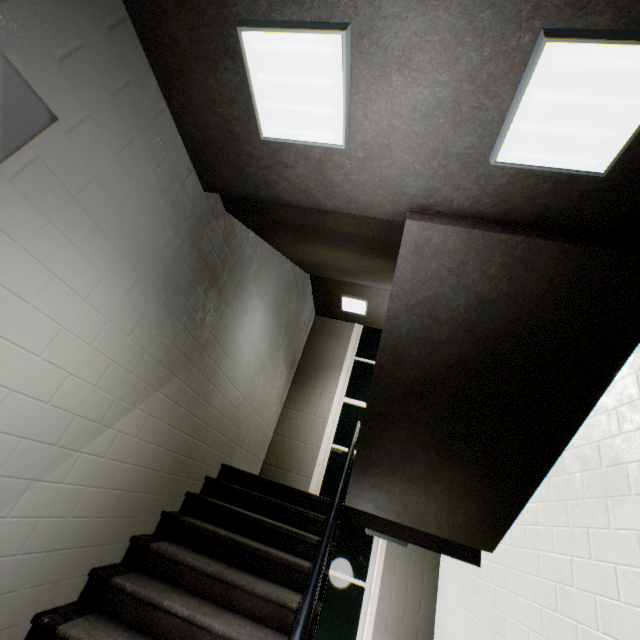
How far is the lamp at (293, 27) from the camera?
1.4 meters

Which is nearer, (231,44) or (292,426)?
(231,44)

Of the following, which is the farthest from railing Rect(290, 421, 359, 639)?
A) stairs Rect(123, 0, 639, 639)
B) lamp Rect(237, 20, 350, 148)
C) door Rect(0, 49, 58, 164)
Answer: lamp Rect(237, 20, 350, 148)

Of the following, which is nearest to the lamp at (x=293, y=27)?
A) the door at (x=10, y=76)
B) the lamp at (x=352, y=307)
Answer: the door at (x=10, y=76)

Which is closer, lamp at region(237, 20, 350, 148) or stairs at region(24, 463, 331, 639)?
lamp at region(237, 20, 350, 148)

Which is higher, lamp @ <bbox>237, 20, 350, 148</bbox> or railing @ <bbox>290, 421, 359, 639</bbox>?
lamp @ <bbox>237, 20, 350, 148</bbox>

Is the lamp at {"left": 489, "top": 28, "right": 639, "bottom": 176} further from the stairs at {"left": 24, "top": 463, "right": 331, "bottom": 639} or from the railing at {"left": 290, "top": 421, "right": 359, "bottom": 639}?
the railing at {"left": 290, "top": 421, "right": 359, "bottom": 639}

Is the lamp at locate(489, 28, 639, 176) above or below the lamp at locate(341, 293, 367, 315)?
below
